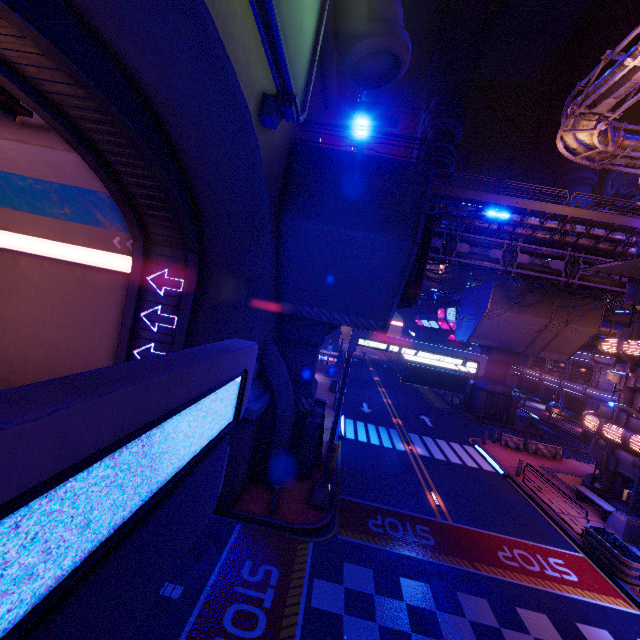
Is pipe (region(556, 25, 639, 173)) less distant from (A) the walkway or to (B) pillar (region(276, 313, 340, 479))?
(A) the walkway

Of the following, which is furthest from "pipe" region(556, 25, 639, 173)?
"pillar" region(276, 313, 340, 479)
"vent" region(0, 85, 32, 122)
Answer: "vent" region(0, 85, 32, 122)

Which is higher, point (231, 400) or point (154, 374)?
point (154, 374)

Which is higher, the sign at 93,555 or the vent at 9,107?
the vent at 9,107

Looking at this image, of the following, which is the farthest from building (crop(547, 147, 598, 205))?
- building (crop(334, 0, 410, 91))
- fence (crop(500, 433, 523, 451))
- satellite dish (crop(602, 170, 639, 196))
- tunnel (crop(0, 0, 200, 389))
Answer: tunnel (crop(0, 0, 200, 389))

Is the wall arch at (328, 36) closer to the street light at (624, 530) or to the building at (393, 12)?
the building at (393, 12)

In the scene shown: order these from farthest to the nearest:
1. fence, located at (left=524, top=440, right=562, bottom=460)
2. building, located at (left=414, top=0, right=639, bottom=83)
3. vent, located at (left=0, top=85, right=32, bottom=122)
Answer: building, located at (left=414, top=0, right=639, bottom=83) < fence, located at (left=524, top=440, right=562, bottom=460) < vent, located at (left=0, top=85, right=32, bottom=122)

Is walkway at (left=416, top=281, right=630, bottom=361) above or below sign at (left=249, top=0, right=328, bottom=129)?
below
